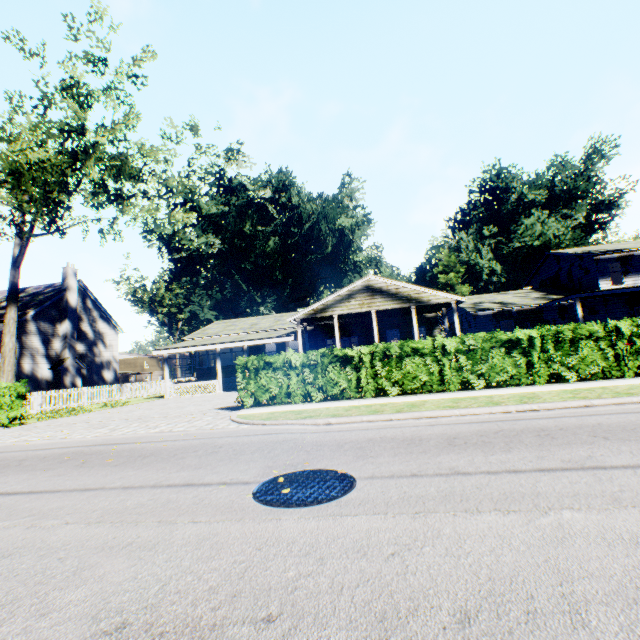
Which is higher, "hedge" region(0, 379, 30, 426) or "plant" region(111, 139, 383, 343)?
"plant" region(111, 139, 383, 343)

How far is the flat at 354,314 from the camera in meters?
20.4

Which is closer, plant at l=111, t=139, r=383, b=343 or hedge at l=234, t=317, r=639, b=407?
hedge at l=234, t=317, r=639, b=407

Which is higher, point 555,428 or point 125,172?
point 125,172

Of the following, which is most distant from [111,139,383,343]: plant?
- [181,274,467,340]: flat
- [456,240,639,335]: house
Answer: [181,274,467,340]: flat

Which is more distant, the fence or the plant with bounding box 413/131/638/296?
the plant with bounding box 413/131/638/296

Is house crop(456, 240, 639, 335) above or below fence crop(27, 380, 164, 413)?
above

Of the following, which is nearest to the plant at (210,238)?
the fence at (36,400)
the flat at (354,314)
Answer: the fence at (36,400)
